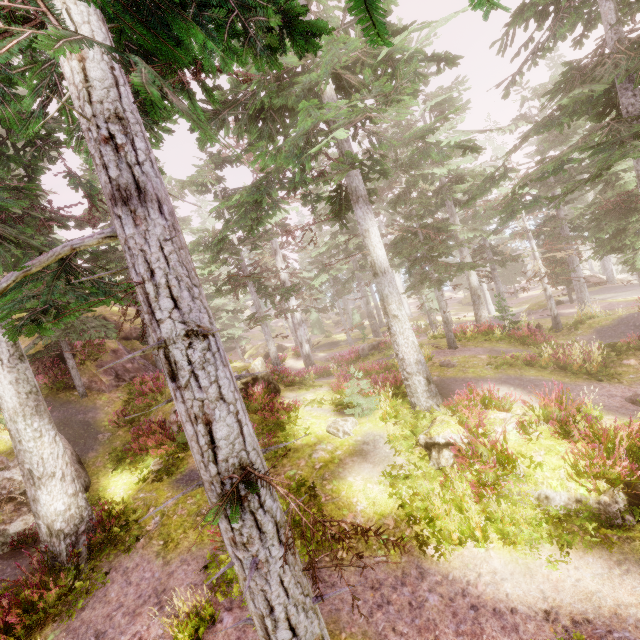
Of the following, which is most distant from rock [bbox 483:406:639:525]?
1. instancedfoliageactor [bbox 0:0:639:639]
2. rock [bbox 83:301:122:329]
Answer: rock [bbox 83:301:122:329]

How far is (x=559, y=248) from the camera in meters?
27.7

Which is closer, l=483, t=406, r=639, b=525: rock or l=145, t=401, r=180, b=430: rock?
l=483, t=406, r=639, b=525: rock

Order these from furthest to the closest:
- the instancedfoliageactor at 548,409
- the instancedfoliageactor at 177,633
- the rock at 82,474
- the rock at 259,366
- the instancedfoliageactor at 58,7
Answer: the rock at 259,366, the rock at 82,474, the instancedfoliageactor at 548,409, the instancedfoliageactor at 177,633, the instancedfoliageactor at 58,7

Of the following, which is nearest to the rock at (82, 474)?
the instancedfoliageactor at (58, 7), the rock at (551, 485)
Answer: the instancedfoliageactor at (58, 7)

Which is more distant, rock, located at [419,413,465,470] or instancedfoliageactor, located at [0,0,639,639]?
rock, located at [419,413,465,470]
